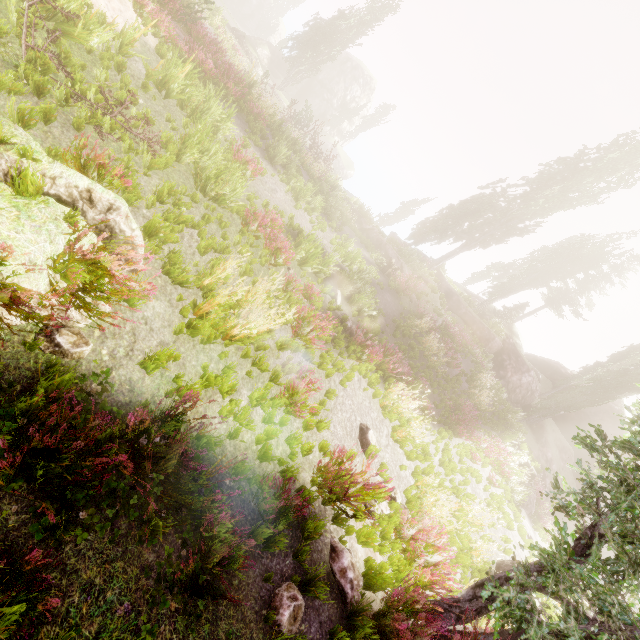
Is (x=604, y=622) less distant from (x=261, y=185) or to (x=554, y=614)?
(x=554, y=614)

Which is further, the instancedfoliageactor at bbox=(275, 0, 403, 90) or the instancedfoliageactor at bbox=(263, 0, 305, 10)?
the instancedfoliageactor at bbox=(263, 0, 305, 10)

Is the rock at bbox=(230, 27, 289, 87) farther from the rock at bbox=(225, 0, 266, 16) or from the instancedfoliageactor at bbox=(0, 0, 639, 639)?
the rock at bbox=(225, 0, 266, 16)

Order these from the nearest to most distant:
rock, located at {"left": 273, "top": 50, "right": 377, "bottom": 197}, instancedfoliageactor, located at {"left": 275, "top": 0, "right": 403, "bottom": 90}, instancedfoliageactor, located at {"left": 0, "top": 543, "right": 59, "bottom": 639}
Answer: instancedfoliageactor, located at {"left": 0, "top": 543, "right": 59, "bottom": 639} → instancedfoliageactor, located at {"left": 275, "top": 0, "right": 403, "bottom": 90} → rock, located at {"left": 273, "top": 50, "right": 377, "bottom": 197}

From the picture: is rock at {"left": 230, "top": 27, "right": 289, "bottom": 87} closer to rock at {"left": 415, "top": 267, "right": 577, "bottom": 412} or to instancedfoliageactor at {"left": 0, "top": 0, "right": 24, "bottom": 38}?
instancedfoliageactor at {"left": 0, "top": 0, "right": 24, "bottom": 38}

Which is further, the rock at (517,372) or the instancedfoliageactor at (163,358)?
the rock at (517,372)
